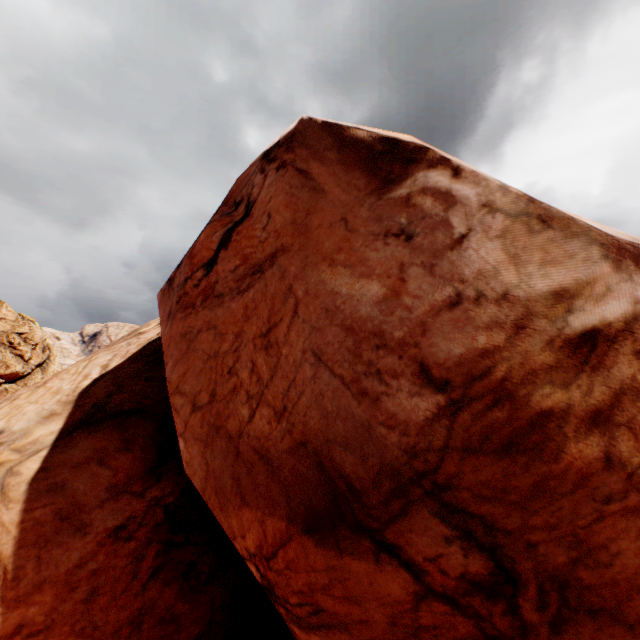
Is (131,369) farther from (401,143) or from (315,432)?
(401,143)
